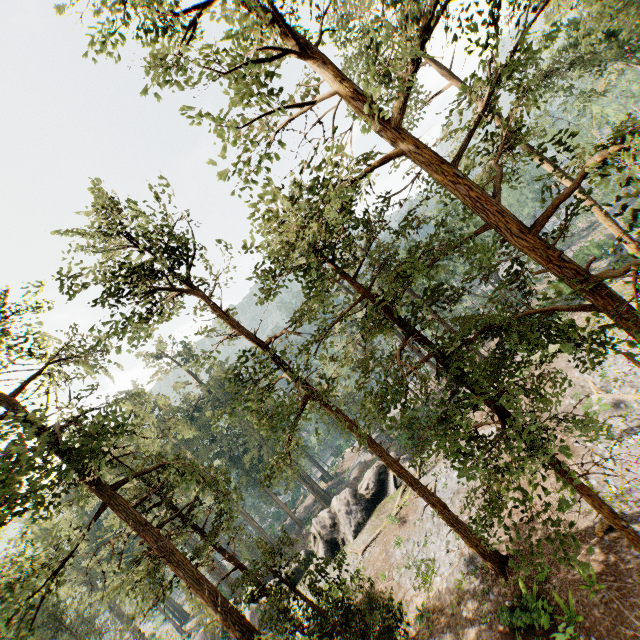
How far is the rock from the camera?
27.31m

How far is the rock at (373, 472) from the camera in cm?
2731

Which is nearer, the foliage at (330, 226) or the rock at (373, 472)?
the foliage at (330, 226)

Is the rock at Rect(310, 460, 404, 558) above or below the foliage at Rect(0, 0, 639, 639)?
below

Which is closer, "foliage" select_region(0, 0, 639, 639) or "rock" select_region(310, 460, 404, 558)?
"foliage" select_region(0, 0, 639, 639)

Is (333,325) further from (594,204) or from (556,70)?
(556,70)
